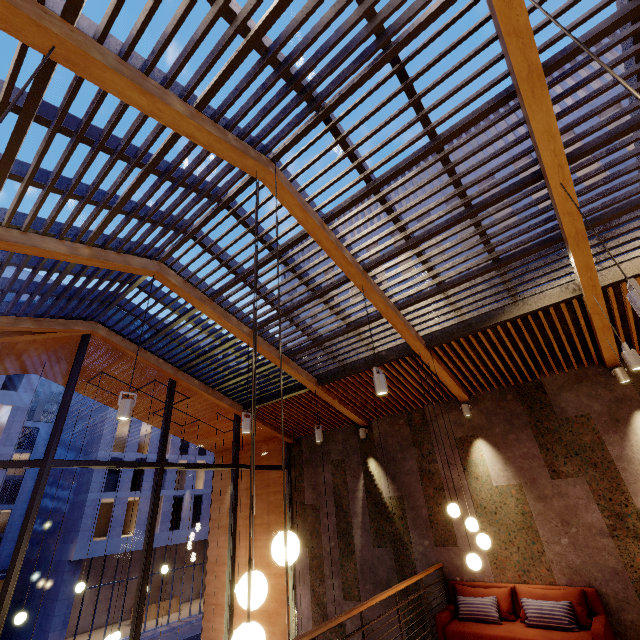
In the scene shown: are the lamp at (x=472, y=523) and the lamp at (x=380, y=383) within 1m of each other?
no

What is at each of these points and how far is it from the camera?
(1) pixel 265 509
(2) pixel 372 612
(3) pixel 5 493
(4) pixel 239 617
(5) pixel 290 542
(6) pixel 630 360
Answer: (1) building, 9.78m
(2) building, 6.97m
(3) building, 43.03m
(4) building, 9.06m
(5) lamp, 2.12m
(6) lamp, 4.18m

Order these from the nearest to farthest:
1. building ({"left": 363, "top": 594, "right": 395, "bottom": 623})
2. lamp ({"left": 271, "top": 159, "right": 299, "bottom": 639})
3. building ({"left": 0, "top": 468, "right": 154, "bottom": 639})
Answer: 1. lamp ({"left": 271, "top": 159, "right": 299, "bottom": 639})
2. building ({"left": 363, "top": 594, "right": 395, "bottom": 623})
3. building ({"left": 0, "top": 468, "right": 154, "bottom": 639})

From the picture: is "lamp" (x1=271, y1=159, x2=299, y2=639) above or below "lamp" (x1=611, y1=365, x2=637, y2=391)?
below

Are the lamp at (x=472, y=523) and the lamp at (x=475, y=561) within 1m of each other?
yes

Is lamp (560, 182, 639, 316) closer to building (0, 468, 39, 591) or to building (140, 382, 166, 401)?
building (140, 382, 166, 401)

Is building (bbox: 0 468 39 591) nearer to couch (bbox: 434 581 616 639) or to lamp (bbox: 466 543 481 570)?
couch (bbox: 434 581 616 639)

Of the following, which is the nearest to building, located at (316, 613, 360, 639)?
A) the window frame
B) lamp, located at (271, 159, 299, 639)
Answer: the window frame
